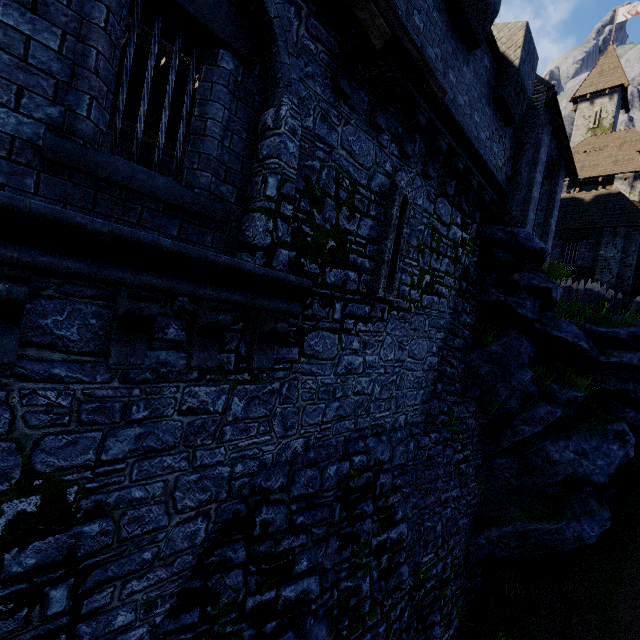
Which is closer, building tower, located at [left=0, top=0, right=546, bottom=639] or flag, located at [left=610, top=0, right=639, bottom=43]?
building tower, located at [left=0, top=0, right=546, bottom=639]

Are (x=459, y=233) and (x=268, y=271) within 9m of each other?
yes

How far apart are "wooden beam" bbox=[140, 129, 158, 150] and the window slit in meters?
5.5

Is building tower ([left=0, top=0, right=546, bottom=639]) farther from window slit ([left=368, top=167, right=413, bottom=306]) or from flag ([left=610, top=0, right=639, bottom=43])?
flag ([left=610, top=0, right=639, bottom=43])

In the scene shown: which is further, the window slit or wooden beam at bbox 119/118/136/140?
wooden beam at bbox 119/118/136/140

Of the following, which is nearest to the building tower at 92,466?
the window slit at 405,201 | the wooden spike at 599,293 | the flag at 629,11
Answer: the window slit at 405,201

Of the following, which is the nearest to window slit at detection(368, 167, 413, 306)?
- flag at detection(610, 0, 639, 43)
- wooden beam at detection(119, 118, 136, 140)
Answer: wooden beam at detection(119, 118, 136, 140)

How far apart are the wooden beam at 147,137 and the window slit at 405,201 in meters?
5.5
